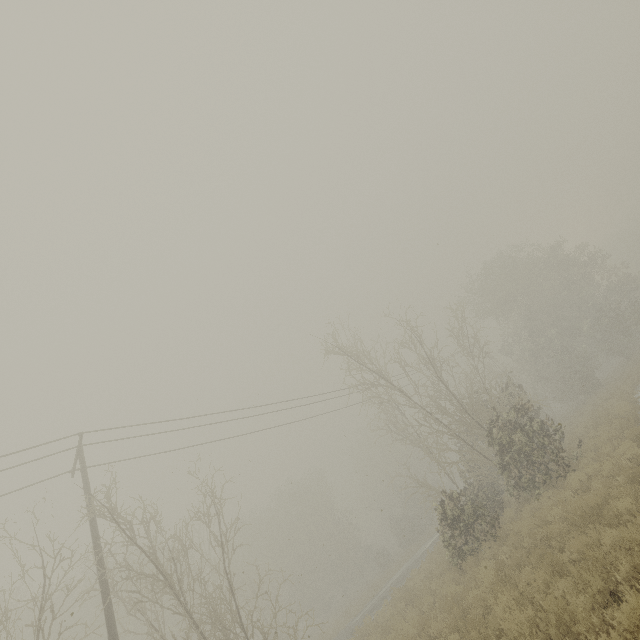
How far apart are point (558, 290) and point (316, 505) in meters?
42.2
